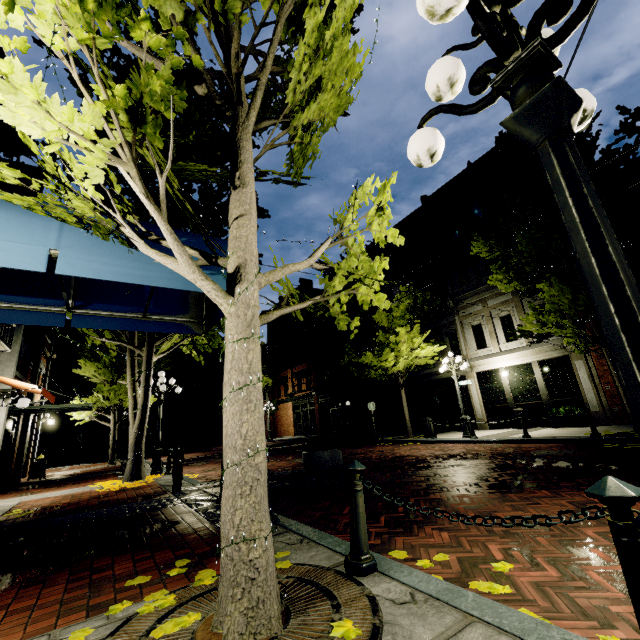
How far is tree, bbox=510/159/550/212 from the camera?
10.1m

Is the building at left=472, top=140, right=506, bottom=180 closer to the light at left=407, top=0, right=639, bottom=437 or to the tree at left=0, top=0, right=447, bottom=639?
the tree at left=0, top=0, right=447, bottom=639

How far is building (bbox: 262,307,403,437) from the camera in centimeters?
2434cm

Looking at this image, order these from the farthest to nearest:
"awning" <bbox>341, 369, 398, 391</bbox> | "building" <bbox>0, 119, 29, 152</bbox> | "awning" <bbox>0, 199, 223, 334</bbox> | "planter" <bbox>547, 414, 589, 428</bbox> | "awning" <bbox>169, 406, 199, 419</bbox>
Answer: "awning" <bbox>169, 406, 199, 419</bbox> < "awning" <bbox>341, 369, 398, 391</bbox> < "planter" <bbox>547, 414, 589, 428</bbox> < "building" <bbox>0, 119, 29, 152</bbox> < "awning" <bbox>0, 199, 223, 334</bbox>

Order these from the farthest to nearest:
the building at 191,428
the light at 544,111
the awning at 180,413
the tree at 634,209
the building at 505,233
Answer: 1. the building at 191,428
2. the awning at 180,413
3. the building at 505,233
4. the tree at 634,209
5. the light at 544,111

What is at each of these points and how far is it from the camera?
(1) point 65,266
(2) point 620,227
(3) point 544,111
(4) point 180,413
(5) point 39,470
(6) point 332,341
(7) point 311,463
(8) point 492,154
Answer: (1) awning, 3.36m
(2) tree, 9.63m
(3) light, 1.47m
(4) awning, 34.62m
(5) store sign, 14.18m
(6) building, 29.00m
(7) planter, 8.00m
(8) building, 17.09m

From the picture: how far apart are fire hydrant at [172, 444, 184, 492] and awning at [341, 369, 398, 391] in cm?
1328

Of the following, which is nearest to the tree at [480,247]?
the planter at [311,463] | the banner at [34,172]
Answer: the banner at [34,172]
